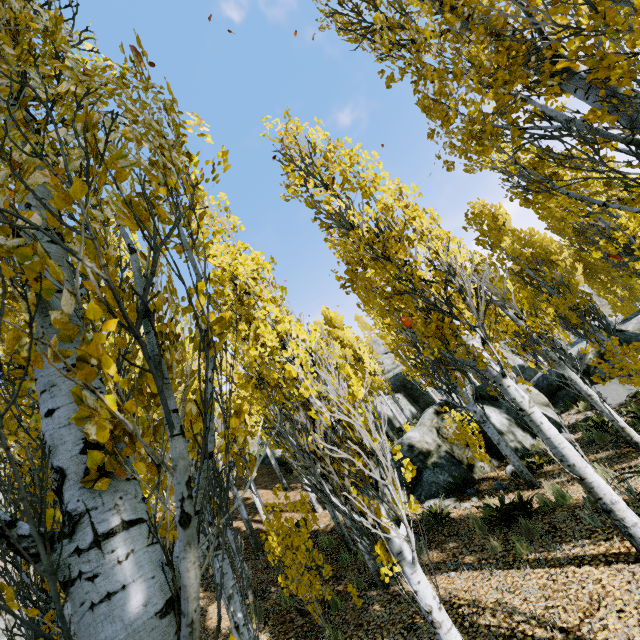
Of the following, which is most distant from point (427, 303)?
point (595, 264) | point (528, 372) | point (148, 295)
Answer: point (528, 372)

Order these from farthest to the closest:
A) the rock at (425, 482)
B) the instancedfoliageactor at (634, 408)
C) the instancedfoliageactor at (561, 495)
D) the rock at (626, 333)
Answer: the rock at (626, 333)
the rock at (425, 482)
the instancedfoliageactor at (634, 408)
the instancedfoliageactor at (561, 495)

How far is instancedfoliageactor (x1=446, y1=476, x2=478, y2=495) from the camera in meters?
8.9 m

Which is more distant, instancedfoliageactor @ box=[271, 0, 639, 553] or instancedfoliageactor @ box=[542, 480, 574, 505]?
instancedfoliageactor @ box=[542, 480, 574, 505]

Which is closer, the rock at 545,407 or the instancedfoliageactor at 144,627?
the instancedfoliageactor at 144,627

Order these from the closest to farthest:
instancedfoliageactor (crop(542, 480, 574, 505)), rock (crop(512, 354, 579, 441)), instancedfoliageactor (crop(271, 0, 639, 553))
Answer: instancedfoliageactor (crop(271, 0, 639, 553)) < instancedfoliageactor (crop(542, 480, 574, 505)) < rock (crop(512, 354, 579, 441))

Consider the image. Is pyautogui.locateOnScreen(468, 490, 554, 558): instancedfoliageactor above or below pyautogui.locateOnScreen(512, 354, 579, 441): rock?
below
